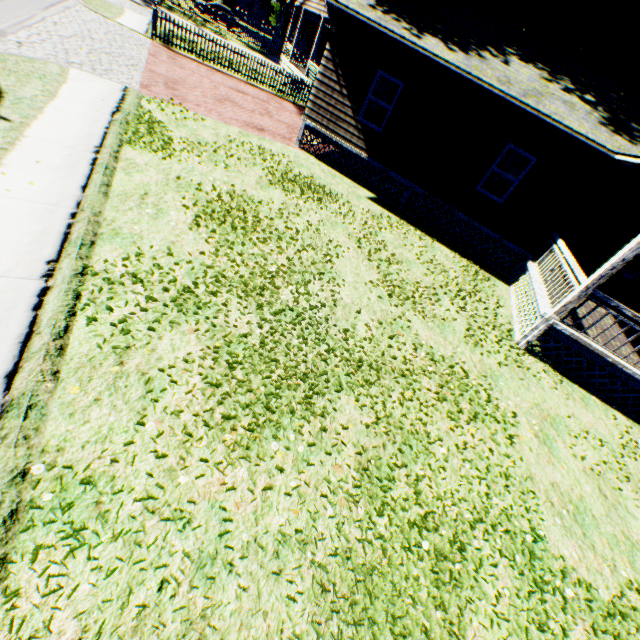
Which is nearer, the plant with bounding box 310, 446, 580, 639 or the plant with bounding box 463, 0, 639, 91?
the plant with bounding box 310, 446, 580, 639

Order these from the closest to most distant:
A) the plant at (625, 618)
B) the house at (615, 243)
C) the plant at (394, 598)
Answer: the plant at (394, 598)
the plant at (625, 618)
the house at (615, 243)

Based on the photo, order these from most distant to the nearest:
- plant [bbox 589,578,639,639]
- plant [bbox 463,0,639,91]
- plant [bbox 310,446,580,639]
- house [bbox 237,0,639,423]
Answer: plant [bbox 463,0,639,91] < house [bbox 237,0,639,423] < plant [bbox 589,578,639,639] < plant [bbox 310,446,580,639]

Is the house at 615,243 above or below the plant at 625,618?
above

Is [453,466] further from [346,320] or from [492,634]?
[346,320]

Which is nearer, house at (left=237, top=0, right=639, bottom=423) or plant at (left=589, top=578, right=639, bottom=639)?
plant at (left=589, top=578, right=639, bottom=639)

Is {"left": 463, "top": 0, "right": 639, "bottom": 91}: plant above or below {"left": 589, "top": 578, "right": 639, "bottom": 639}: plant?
above
